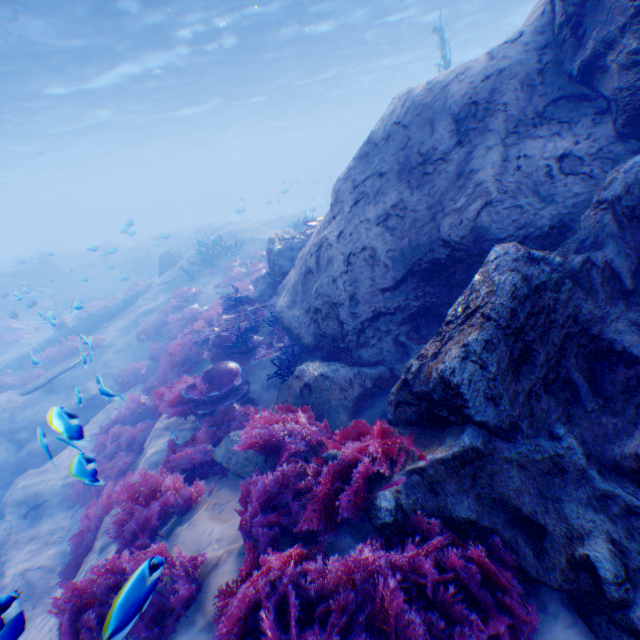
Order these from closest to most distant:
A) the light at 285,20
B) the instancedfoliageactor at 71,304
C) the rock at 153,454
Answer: the rock at 153,454 < the instancedfoliageactor at 71,304 < the light at 285,20

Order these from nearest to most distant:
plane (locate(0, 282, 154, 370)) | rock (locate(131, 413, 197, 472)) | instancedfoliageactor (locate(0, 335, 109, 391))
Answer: rock (locate(131, 413, 197, 472)), instancedfoliageactor (locate(0, 335, 109, 391)), plane (locate(0, 282, 154, 370))

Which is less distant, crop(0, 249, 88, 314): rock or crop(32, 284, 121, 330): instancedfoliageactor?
crop(32, 284, 121, 330): instancedfoliageactor

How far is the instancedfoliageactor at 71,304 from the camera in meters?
7.7

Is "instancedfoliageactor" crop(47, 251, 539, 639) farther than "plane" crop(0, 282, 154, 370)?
No

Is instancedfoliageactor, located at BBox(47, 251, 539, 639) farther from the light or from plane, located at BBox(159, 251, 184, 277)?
the light

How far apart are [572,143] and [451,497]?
4.5 meters

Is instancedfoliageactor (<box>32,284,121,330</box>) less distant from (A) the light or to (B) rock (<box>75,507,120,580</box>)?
(B) rock (<box>75,507,120,580</box>)
